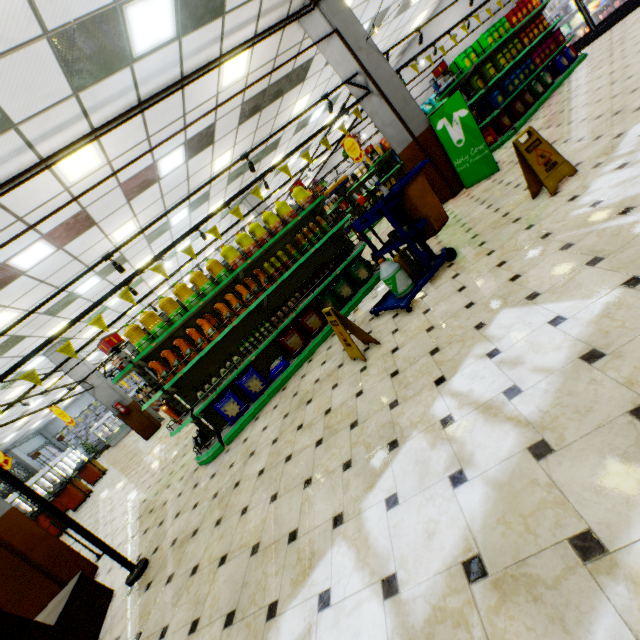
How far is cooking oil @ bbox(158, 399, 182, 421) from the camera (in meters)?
5.00

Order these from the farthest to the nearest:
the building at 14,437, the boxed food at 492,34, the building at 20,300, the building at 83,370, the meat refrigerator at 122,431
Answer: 1. the meat refrigerator at 122,431
2. the building at 14,437
3. the building at 83,370
4. the boxed food at 492,34
5. the building at 20,300

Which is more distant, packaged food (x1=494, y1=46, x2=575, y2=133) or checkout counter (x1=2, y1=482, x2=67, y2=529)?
checkout counter (x1=2, y1=482, x2=67, y2=529)

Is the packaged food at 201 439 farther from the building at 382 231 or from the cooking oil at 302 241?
the cooking oil at 302 241

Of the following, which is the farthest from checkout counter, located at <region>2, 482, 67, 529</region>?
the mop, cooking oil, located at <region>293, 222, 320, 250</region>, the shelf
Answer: the mop

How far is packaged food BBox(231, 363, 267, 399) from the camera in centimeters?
529cm

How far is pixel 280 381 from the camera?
5.36m

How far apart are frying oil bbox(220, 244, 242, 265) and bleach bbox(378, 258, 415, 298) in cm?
244
